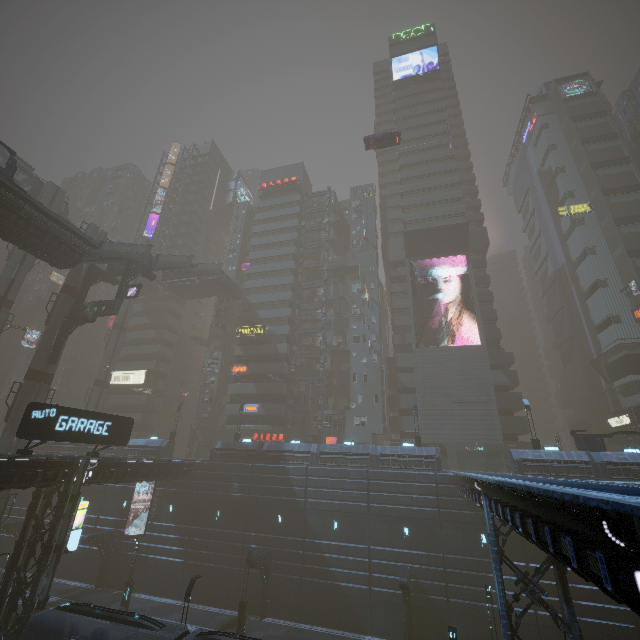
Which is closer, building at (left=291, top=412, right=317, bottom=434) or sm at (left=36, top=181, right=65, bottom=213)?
sm at (left=36, top=181, right=65, bottom=213)

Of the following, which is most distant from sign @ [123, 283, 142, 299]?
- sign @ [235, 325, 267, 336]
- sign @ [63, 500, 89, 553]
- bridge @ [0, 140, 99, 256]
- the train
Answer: the train

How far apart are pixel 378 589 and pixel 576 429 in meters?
54.8

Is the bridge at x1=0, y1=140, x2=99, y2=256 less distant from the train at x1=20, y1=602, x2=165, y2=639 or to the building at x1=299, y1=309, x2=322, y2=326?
the building at x1=299, y1=309, x2=322, y2=326

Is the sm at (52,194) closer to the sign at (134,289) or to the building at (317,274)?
the building at (317,274)

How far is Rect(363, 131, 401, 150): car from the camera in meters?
38.4

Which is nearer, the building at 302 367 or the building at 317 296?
the building at 302 367

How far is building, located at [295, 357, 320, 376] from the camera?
49.00m
